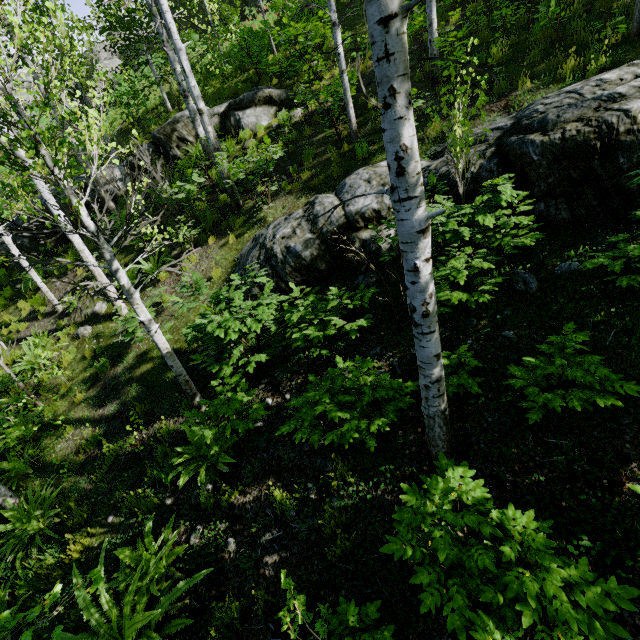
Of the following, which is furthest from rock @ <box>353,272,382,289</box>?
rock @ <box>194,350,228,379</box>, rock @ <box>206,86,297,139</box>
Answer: rock @ <box>206,86,297,139</box>

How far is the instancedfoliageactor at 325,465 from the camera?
3.72m

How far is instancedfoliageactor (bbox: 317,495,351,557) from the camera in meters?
3.3

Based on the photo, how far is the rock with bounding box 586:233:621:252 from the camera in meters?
4.0 m

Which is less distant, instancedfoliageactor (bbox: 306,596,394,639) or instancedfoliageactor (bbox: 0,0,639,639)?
instancedfoliageactor (bbox: 0,0,639,639)

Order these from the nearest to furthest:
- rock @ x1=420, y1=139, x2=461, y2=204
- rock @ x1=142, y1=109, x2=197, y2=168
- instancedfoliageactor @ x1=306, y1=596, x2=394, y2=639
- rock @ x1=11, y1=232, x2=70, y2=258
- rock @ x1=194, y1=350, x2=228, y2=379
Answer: instancedfoliageactor @ x1=306, y1=596, x2=394, y2=639 < rock @ x1=420, y1=139, x2=461, y2=204 < rock @ x1=194, y1=350, x2=228, y2=379 < rock @ x1=142, y1=109, x2=197, y2=168 < rock @ x1=11, y1=232, x2=70, y2=258

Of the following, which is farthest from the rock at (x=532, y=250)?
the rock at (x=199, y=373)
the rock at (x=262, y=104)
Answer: the rock at (x=262, y=104)

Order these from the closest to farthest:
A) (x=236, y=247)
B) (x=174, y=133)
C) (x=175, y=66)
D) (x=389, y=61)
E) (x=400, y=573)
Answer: (x=389, y=61), (x=400, y=573), (x=236, y=247), (x=175, y=66), (x=174, y=133)
